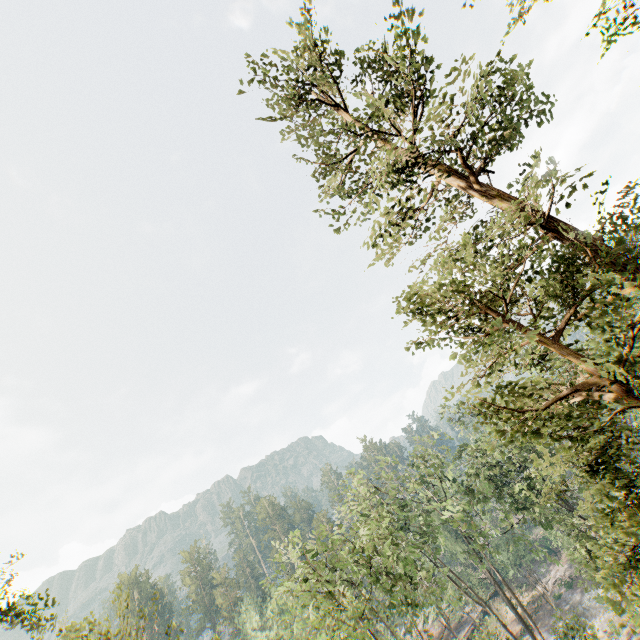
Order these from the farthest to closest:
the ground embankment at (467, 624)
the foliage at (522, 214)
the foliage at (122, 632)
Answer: the ground embankment at (467, 624)
the foliage at (522, 214)
the foliage at (122, 632)

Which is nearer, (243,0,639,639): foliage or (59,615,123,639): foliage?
(59,615,123,639): foliage

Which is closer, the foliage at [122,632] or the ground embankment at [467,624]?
the foliage at [122,632]

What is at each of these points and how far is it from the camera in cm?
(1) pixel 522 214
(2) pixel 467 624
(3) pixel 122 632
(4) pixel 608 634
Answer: A:
(1) foliage, 782
(2) ground embankment, 5119
(3) foliage, 764
(4) foliage, 3170

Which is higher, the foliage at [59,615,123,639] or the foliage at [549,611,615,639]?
the foliage at [59,615,123,639]

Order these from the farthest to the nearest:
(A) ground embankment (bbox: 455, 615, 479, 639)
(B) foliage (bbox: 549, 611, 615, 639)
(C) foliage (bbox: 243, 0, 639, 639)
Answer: (A) ground embankment (bbox: 455, 615, 479, 639), (B) foliage (bbox: 549, 611, 615, 639), (C) foliage (bbox: 243, 0, 639, 639)

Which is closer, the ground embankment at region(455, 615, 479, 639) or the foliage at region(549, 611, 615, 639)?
the foliage at region(549, 611, 615, 639)
